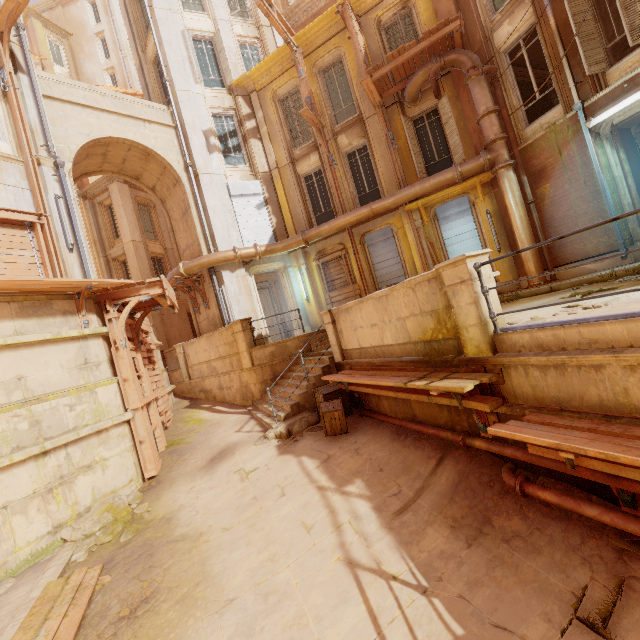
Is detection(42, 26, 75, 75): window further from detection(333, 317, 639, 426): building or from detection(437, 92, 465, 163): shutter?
detection(437, 92, 465, 163): shutter

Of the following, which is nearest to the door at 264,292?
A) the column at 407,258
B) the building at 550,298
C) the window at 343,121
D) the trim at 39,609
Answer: the building at 550,298

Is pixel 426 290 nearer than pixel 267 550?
No

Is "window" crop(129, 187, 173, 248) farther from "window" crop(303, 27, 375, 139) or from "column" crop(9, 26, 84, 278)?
"window" crop(303, 27, 375, 139)

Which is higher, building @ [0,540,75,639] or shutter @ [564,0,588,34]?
shutter @ [564,0,588,34]

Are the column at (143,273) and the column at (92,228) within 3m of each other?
yes

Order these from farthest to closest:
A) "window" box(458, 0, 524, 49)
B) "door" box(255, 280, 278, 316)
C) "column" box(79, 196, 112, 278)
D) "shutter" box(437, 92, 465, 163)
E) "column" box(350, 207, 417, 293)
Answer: "column" box(79, 196, 112, 278), "door" box(255, 280, 278, 316), "column" box(350, 207, 417, 293), "shutter" box(437, 92, 465, 163), "window" box(458, 0, 524, 49)

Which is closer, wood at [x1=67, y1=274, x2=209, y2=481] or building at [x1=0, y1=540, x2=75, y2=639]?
building at [x1=0, y1=540, x2=75, y2=639]
